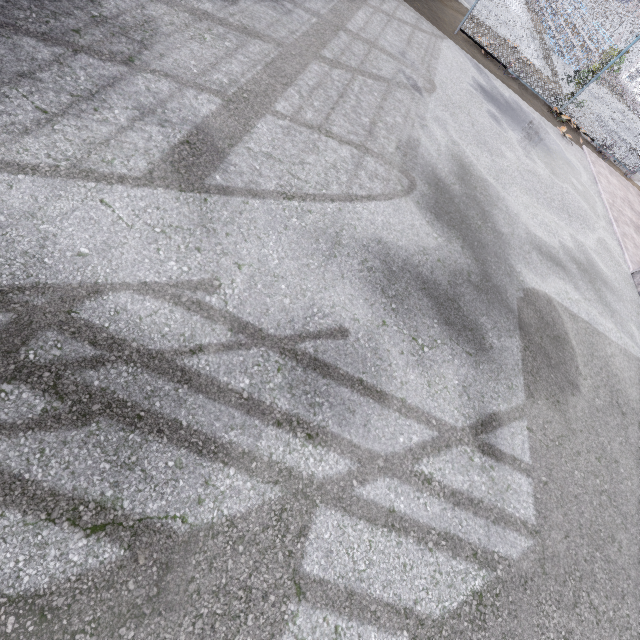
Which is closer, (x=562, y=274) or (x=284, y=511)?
(x=284, y=511)
